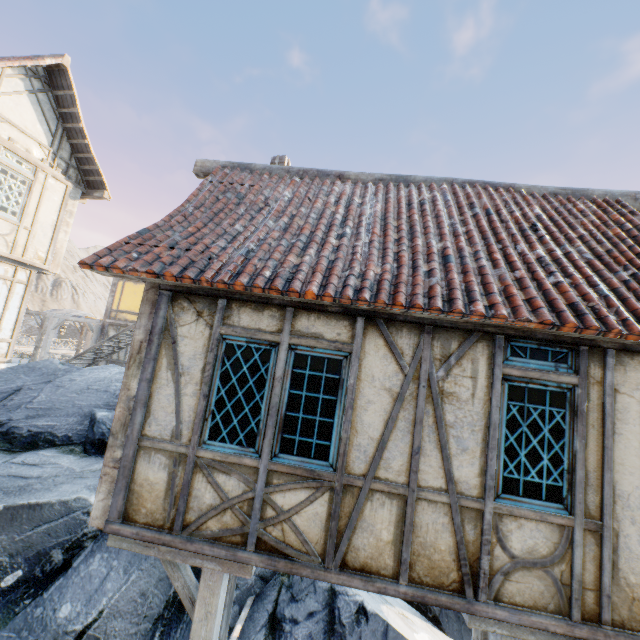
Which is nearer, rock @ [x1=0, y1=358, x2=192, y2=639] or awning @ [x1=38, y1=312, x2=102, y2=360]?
rock @ [x1=0, y1=358, x2=192, y2=639]

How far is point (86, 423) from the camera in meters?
5.9 m

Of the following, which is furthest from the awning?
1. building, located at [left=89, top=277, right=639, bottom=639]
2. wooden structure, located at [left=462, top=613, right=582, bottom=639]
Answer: wooden structure, located at [left=462, top=613, right=582, bottom=639]

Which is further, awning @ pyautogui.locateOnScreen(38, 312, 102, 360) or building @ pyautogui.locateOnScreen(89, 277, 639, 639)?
awning @ pyautogui.locateOnScreen(38, 312, 102, 360)

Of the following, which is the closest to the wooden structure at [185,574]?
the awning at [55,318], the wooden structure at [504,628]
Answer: the wooden structure at [504,628]

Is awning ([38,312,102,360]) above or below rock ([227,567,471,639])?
above

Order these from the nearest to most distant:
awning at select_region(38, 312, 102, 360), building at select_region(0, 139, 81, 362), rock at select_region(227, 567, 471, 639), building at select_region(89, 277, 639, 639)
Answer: building at select_region(89, 277, 639, 639)
rock at select_region(227, 567, 471, 639)
building at select_region(0, 139, 81, 362)
awning at select_region(38, 312, 102, 360)

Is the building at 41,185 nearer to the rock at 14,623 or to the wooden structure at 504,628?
the rock at 14,623
